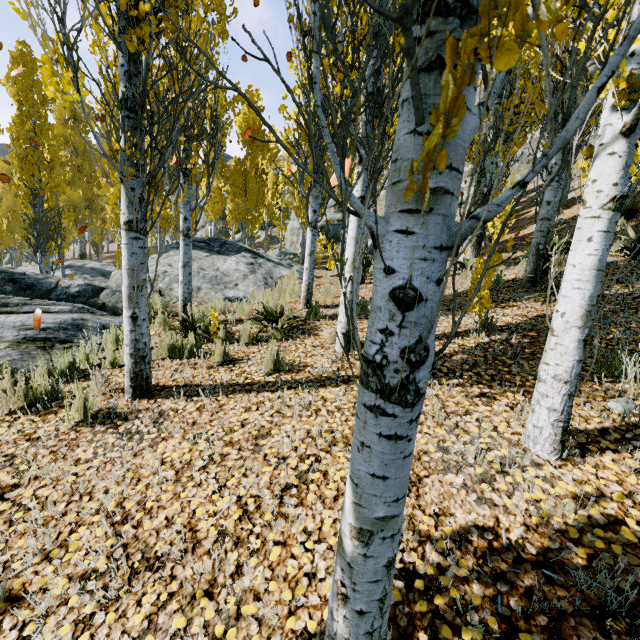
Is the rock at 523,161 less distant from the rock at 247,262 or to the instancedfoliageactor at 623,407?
the instancedfoliageactor at 623,407

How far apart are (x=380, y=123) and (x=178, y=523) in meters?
2.6

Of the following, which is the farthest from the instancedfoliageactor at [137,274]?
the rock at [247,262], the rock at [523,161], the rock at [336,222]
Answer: the rock at [523,161]

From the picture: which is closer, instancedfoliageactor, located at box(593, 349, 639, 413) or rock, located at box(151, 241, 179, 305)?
instancedfoliageactor, located at box(593, 349, 639, 413)

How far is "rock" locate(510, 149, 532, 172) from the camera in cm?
2684

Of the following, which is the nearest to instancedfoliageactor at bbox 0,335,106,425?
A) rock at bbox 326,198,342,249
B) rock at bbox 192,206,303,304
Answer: rock at bbox 192,206,303,304

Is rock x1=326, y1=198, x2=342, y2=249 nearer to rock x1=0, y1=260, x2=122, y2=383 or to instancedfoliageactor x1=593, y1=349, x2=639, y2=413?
instancedfoliageactor x1=593, y1=349, x2=639, y2=413
